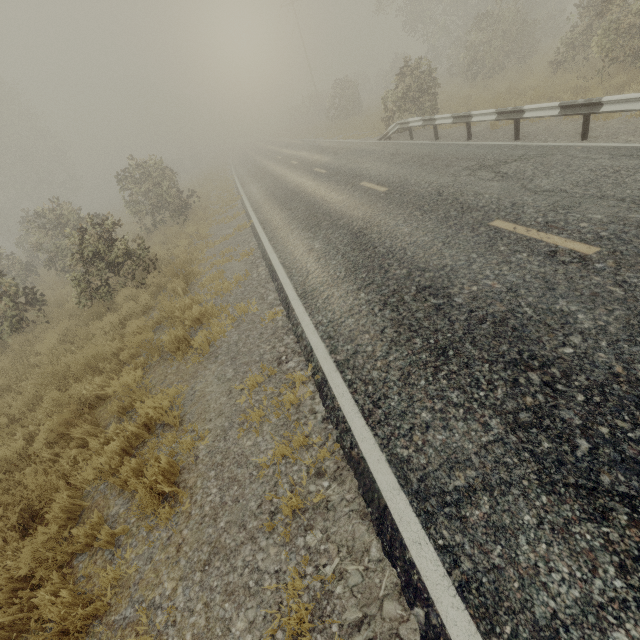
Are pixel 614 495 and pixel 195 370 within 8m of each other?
yes
